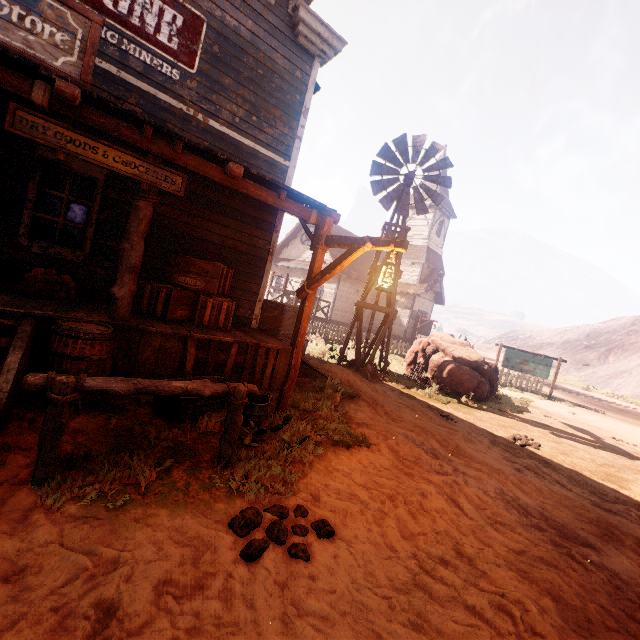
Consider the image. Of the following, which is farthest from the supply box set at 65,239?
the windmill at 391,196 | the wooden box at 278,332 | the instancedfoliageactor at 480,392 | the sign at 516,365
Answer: the sign at 516,365

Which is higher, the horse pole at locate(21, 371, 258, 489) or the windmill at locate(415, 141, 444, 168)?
the windmill at locate(415, 141, 444, 168)

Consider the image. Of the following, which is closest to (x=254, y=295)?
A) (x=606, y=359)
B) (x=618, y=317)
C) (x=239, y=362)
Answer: (x=239, y=362)

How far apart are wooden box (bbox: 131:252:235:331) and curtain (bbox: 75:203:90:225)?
1.4m

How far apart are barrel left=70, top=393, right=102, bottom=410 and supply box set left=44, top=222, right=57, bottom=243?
2.6 meters

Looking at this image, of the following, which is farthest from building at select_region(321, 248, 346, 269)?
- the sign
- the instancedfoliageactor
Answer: the sign

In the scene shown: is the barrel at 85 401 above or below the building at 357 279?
below

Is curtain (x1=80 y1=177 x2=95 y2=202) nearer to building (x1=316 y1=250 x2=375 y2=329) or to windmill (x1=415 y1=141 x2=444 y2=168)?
building (x1=316 y1=250 x2=375 y2=329)
